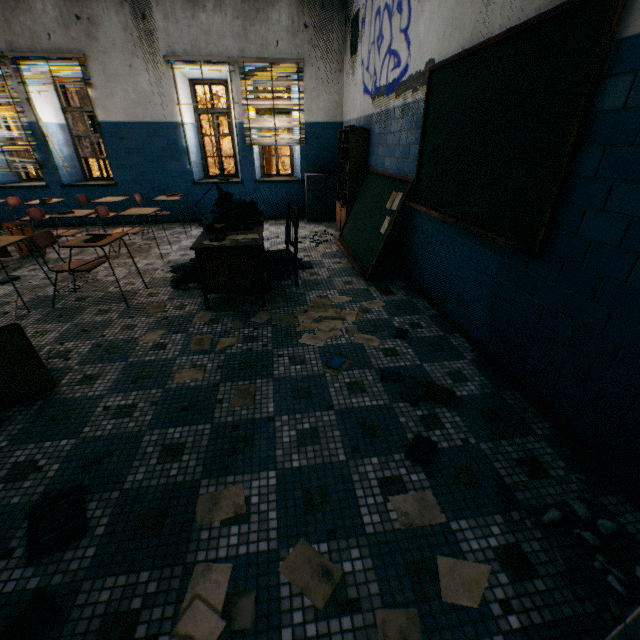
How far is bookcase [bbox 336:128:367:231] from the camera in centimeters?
520cm

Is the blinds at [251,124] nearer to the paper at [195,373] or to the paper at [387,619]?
the paper at [195,373]

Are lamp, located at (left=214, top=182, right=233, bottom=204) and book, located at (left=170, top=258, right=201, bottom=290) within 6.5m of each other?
yes

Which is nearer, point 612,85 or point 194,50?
point 612,85

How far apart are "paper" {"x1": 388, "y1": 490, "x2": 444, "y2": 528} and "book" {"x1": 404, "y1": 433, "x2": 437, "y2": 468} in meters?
0.2 m

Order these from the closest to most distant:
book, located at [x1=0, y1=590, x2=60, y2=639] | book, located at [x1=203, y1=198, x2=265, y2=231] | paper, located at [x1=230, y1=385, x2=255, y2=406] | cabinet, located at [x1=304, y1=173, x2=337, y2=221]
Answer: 1. book, located at [x1=0, y1=590, x2=60, y2=639]
2. paper, located at [x1=230, y1=385, x2=255, y2=406]
3. book, located at [x1=203, y1=198, x2=265, y2=231]
4. cabinet, located at [x1=304, y1=173, x2=337, y2=221]

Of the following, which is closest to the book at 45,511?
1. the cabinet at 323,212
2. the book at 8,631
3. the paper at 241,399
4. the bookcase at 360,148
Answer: the book at 8,631

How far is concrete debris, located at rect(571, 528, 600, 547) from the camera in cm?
141
